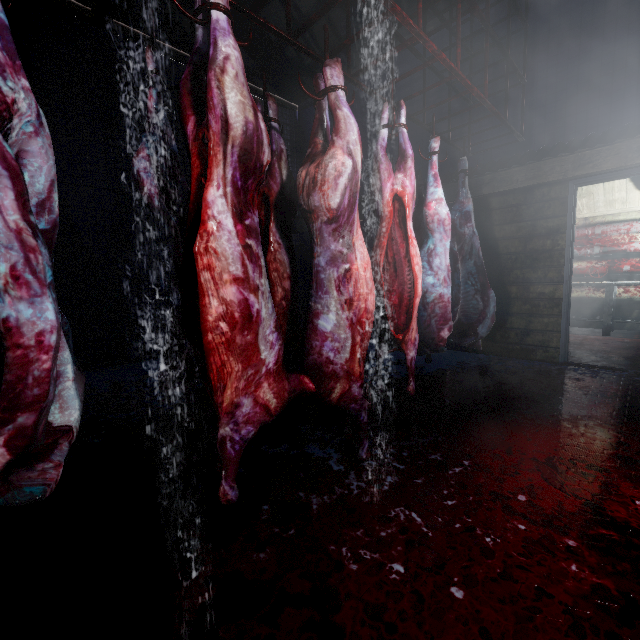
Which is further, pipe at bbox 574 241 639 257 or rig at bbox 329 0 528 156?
pipe at bbox 574 241 639 257

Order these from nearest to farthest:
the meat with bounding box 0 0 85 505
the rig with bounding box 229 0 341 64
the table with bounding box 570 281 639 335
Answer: the meat with bounding box 0 0 85 505 → the rig with bounding box 229 0 341 64 → the table with bounding box 570 281 639 335

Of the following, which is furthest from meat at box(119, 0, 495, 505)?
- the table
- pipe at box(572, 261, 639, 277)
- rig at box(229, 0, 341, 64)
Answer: pipe at box(572, 261, 639, 277)

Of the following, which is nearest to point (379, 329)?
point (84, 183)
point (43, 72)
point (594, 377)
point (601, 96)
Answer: point (594, 377)

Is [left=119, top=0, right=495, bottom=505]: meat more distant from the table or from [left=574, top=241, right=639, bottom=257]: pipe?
[left=574, top=241, right=639, bottom=257]: pipe

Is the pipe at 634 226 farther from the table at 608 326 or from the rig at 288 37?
the rig at 288 37

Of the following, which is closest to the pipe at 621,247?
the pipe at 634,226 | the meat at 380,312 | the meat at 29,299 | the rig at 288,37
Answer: the pipe at 634,226

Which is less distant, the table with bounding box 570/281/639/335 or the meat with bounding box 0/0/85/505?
the meat with bounding box 0/0/85/505
